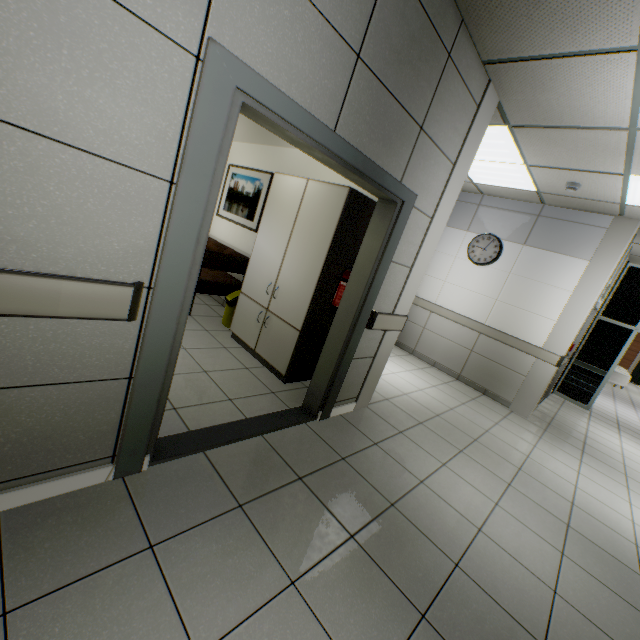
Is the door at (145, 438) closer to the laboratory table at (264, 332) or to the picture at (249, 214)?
the laboratory table at (264, 332)

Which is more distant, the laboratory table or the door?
the laboratory table

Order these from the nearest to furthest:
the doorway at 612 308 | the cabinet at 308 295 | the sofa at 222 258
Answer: the cabinet at 308 295 < the sofa at 222 258 < the doorway at 612 308

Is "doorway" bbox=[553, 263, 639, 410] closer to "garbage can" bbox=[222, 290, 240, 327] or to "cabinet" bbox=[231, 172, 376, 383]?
"cabinet" bbox=[231, 172, 376, 383]

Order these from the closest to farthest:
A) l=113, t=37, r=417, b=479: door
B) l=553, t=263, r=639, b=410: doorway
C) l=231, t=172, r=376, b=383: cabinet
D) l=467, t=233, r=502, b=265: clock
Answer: l=113, t=37, r=417, b=479: door
l=231, t=172, r=376, b=383: cabinet
l=467, t=233, r=502, b=265: clock
l=553, t=263, r=639, b=410: doorway

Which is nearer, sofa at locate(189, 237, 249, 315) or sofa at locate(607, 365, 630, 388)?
sofa at locate(189, 237, 249, 315)

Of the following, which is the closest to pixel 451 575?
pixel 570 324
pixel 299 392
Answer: pixel 299 392

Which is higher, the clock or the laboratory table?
the clock
